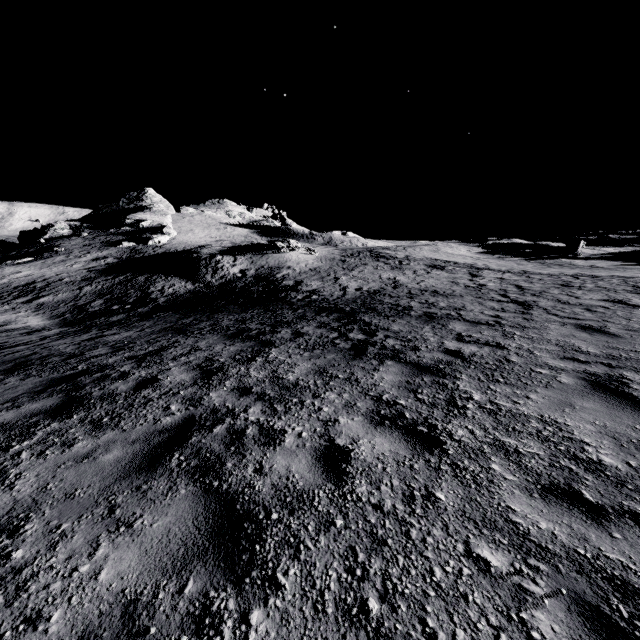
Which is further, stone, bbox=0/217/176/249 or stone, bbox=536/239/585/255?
stone, bbox=0/217/176/249

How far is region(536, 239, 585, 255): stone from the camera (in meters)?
45.00

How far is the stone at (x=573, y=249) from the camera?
45.0m

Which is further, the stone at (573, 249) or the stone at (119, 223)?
the stone at (119, 223)

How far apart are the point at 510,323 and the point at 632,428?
5.5 meters
